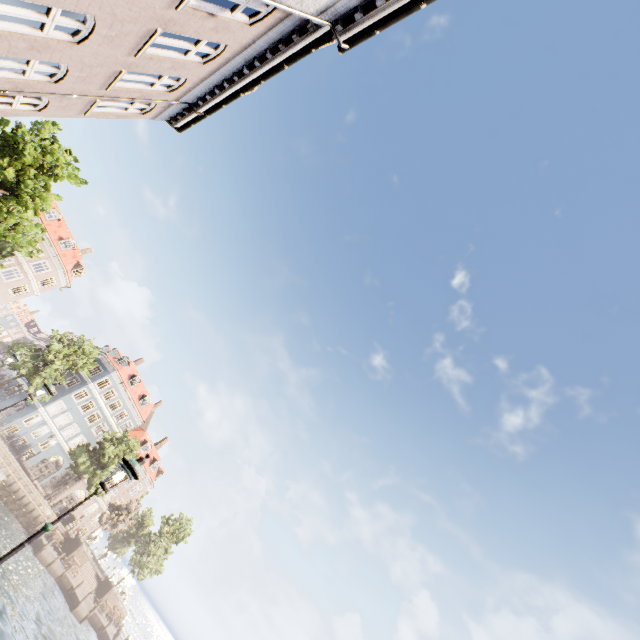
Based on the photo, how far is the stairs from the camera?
37.5 meters

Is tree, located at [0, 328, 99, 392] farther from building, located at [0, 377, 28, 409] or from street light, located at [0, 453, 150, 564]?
street light, located at [0, 453, 150, 564]

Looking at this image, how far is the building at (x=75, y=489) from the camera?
44.08m

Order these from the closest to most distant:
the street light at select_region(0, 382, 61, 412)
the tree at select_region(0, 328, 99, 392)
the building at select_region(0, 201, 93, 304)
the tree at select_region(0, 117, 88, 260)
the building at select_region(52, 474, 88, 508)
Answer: the street light at select_region(0, 382, 61, 412), the tree at select_region(0, 117, 88, 260), the tree at select_region(0, 328, 99, 392), the building at select_region(0, 201, 93, 304), the building at select_region(52, 474, 88, 508)

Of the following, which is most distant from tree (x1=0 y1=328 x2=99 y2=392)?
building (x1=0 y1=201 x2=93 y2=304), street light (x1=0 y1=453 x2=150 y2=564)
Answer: street light (x1=0 y1=453 x2=150 y2=564)

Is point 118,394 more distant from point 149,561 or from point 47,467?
point 149,561

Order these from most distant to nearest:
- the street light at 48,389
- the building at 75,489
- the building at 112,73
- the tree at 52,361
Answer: the building at 75,489
the tree at 52,361
the street light at 48,389
the building at 112,73

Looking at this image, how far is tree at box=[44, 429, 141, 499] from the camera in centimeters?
3741cm
